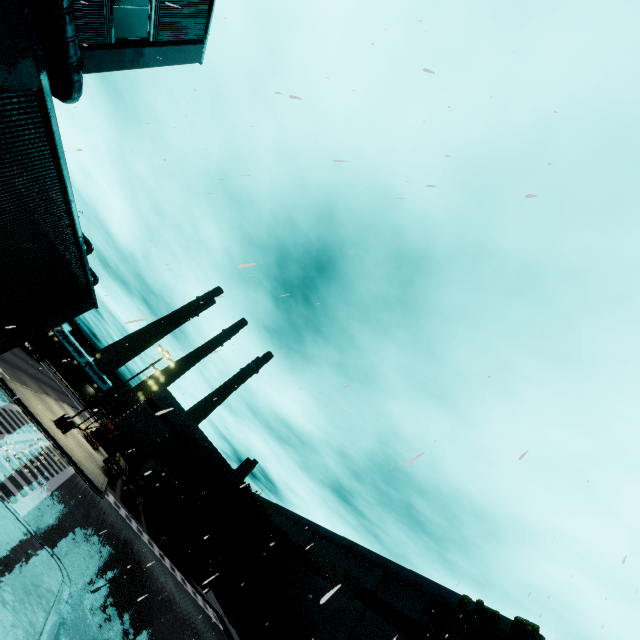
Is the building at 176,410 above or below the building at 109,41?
below

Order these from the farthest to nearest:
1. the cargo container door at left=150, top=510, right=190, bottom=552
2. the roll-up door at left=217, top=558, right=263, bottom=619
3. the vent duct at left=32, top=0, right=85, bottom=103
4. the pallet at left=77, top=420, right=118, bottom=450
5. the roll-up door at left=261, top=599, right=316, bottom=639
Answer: the pallet at left=77, top=420, right=118, bottom=450 → the roll-up door at left=217, top=558, right=263, bottom=619 → the cargo container door at left=150, top=510, right=190, bottom=552 → the roll-up door at left=261, top=599, right=316, bottom=639 → the vent duct at left=32, top=0, right=85, bottom=103

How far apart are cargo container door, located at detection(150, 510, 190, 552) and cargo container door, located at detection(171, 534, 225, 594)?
0.9 meters

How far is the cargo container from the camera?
29.7 meters

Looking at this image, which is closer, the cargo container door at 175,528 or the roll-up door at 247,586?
the cargo container door at 175,528

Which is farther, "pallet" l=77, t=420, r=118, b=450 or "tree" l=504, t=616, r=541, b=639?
"pallet" l=77, t=420, r=118, b=450

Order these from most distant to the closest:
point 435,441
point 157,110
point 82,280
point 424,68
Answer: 1. point 157,110
2. point 82,280
3. point 435,441
4. point 424,68

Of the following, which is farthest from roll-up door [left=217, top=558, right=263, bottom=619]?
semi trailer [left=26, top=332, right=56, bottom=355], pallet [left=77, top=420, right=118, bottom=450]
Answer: pallet [left=77, top=420, right=118, bottom=450]
